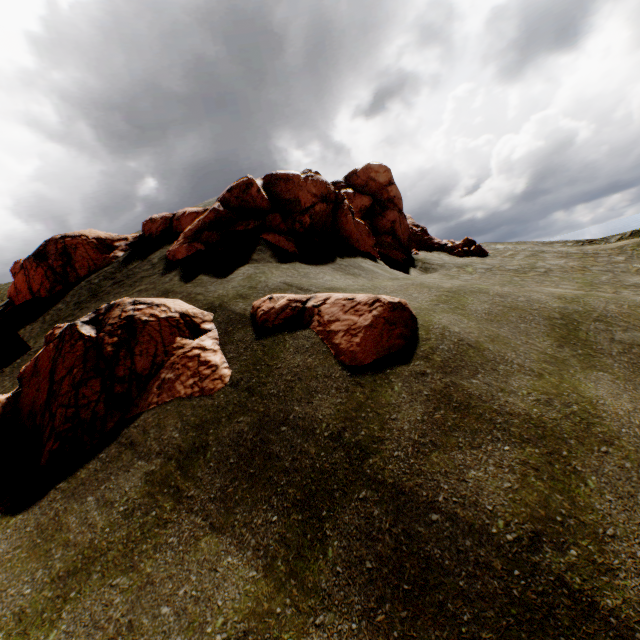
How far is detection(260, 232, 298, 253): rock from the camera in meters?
15.1 m

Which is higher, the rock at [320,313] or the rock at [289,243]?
the rock at [289,243]

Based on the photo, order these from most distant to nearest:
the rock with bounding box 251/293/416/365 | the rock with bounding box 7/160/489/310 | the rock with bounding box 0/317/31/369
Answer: the rock with bounding box 0/317/31/369
the rock with bounding box 7/160/489/310
the rock with bounding box 251/293/416/365

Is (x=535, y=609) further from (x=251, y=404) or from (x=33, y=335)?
(x=33, y=335)

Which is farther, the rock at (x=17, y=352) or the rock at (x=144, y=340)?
the rock at (x=17, y=352)

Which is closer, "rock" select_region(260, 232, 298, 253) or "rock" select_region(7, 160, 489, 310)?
"rock" select_region(260, 232, 298, 253)
